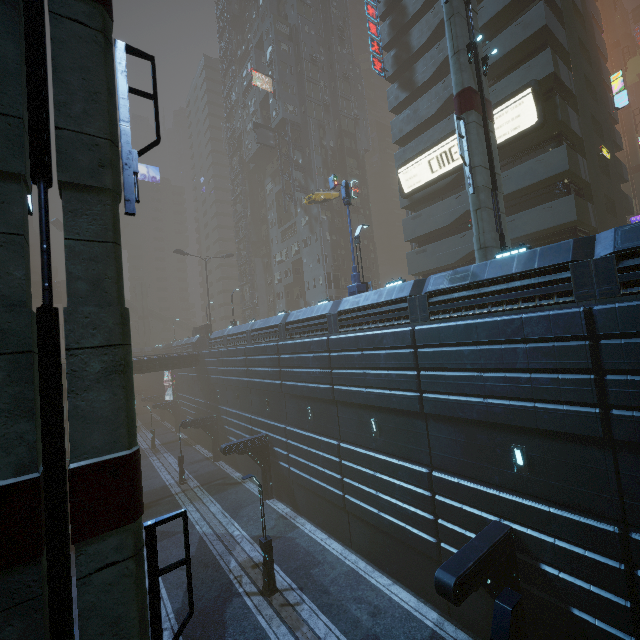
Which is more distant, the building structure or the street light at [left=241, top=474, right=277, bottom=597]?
the building structure

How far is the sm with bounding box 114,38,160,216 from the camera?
6.0 meters

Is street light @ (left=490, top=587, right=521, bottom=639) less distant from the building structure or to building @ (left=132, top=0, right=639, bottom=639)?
building @ (left=132, top=0, right=639, bottom=639)

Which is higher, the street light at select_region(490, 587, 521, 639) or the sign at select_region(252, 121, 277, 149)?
the sign at select_region(252, 121, 277, 149)

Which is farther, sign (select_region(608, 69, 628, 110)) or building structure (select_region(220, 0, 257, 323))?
building structure (select_region(220, 0, 257, 323))

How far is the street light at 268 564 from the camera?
15.1m

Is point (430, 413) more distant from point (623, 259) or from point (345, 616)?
point (345, 616)

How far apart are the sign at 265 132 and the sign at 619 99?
35.7m
